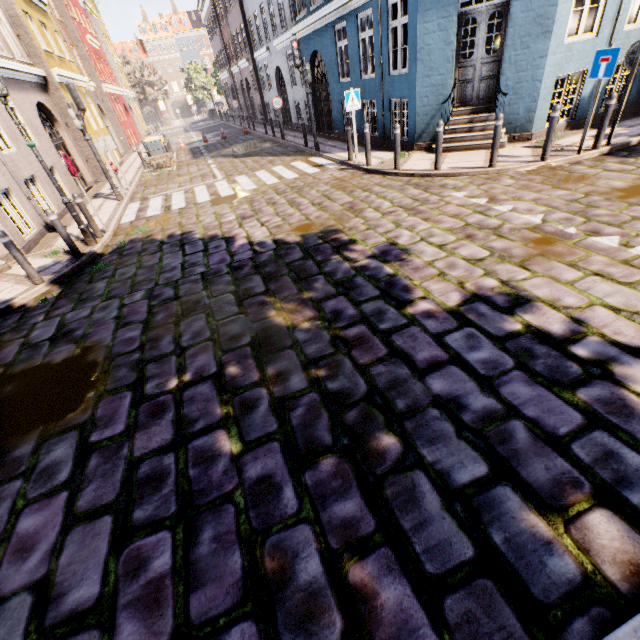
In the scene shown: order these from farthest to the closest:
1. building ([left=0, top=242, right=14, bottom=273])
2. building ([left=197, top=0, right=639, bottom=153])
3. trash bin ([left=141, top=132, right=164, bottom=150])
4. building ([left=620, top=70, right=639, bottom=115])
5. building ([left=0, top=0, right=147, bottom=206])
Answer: trash bin ([left=141, top=132, right=164, bottom=150]) → building ([left=0, top=0, right=147, bottom=206]) → building ([left=620, top=70, right=639, bottom=115]) → building ([left=197, top=0, right=639, bottom=153]) → building ([left=0, top=242, right=14, bottom=273])

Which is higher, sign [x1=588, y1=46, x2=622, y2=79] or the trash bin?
sign [x1=588, y1=46, x2=622, y2=79]

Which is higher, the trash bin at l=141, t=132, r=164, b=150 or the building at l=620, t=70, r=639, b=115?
the trash bin at l=141, t=132, r=164, b=150

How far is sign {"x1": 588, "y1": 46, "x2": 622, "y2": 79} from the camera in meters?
6.2

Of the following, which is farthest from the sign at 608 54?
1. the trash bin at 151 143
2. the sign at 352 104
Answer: the trash bin at 151 143

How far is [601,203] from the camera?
5.55m

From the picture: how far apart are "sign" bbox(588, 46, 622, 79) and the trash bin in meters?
18.2 m

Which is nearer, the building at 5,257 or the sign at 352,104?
the building at 5,257
